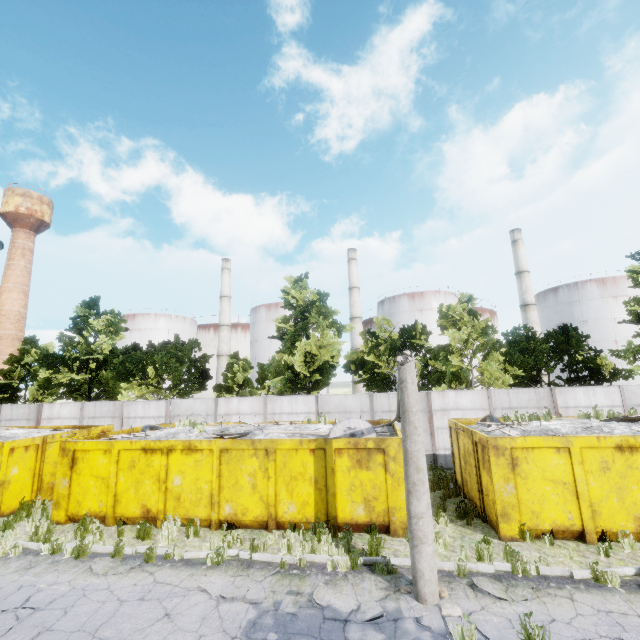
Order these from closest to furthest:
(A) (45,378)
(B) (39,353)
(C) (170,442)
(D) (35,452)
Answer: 1. (C) (170,442)
2. (D) (35,452)
3. (A) (45,378)
4. (B) (39,353)

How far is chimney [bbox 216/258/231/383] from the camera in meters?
49.5

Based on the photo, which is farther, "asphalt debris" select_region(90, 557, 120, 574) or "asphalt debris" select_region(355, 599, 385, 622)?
"asphalt debris" select_region(90, 557, 120, 574)

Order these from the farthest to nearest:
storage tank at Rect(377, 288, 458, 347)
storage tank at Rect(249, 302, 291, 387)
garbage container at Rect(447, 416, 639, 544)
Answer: storage tank at Rect(249, 302, 291, 387)
storage tank at Rect(377, 288, 458, 347)
garbage container at Rect(447, 416, 639, 544)

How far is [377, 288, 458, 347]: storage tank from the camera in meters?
45.8

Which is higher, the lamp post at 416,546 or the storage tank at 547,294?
the storage tank at 547,294

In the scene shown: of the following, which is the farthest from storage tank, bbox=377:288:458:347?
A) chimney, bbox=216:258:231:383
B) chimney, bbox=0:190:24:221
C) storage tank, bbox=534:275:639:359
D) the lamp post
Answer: chimney, bbox=0:190:24:221

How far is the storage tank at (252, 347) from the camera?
49.2 meters
